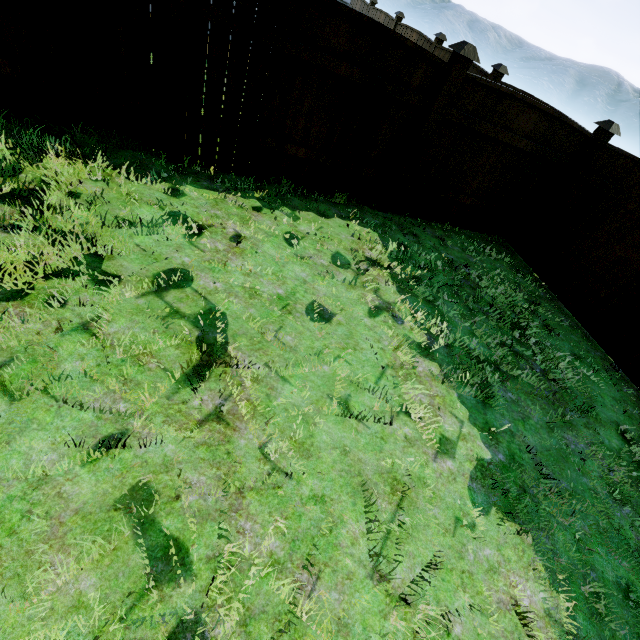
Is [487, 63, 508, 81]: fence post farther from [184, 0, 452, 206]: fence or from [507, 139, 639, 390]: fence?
[184, 0, 452, 206]: fence

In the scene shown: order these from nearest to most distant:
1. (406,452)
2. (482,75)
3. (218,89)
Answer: (406,452) → (218,89) → (482,75)

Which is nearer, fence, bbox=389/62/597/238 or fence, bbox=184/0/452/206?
fence, bbox=184/0/452/206

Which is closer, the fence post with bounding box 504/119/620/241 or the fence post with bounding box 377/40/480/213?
the fence post with bounding box 377/40/480/213

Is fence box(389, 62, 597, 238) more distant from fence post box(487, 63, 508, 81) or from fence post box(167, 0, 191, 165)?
fence post box(167, 0, 191, 165)

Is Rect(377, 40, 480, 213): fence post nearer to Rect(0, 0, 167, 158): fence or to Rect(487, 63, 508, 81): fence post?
Rect(0, 0, 167, 158): fence

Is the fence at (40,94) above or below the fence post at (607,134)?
below

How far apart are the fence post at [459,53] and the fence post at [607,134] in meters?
2.7
